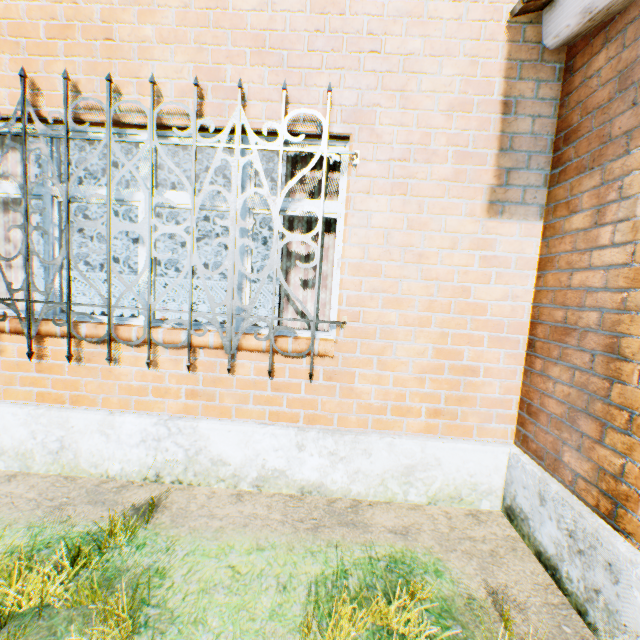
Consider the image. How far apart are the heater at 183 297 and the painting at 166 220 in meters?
0.8 m

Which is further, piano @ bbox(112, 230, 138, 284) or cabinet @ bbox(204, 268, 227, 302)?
cabinet @ bbox(204, 268, 227, 302)

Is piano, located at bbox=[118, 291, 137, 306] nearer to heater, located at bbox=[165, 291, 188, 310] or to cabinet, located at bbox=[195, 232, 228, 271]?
heater, located at bbox=[165, 291, 188, 310]

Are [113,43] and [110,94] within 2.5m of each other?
yes

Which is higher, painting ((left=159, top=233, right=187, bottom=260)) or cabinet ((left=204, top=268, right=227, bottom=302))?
painting ((left=159, top=233, right=187, bottom=260))

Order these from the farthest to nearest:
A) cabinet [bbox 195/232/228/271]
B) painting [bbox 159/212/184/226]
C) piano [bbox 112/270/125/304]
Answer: cabinet [bbox 195/232/228/271] → painting [bbox 159/212/184/226] → piano [bbox 112/270/125/304]

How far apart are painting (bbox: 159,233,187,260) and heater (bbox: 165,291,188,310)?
0.79m

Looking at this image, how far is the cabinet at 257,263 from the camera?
14.88m
